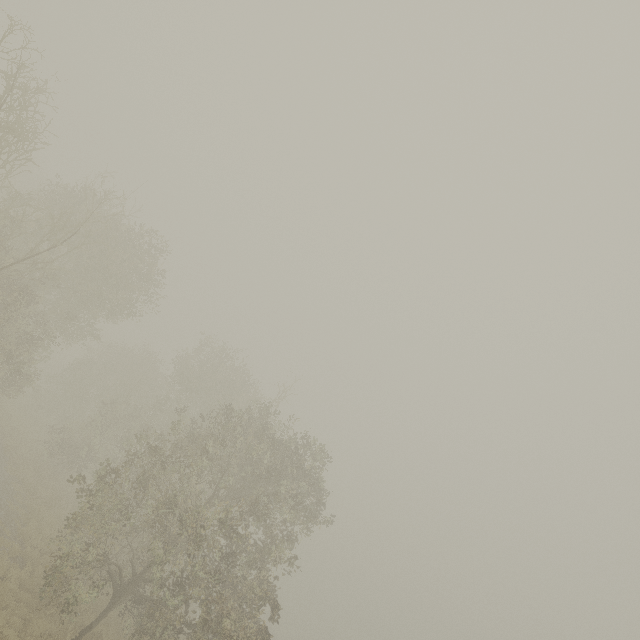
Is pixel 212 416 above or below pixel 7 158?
above
